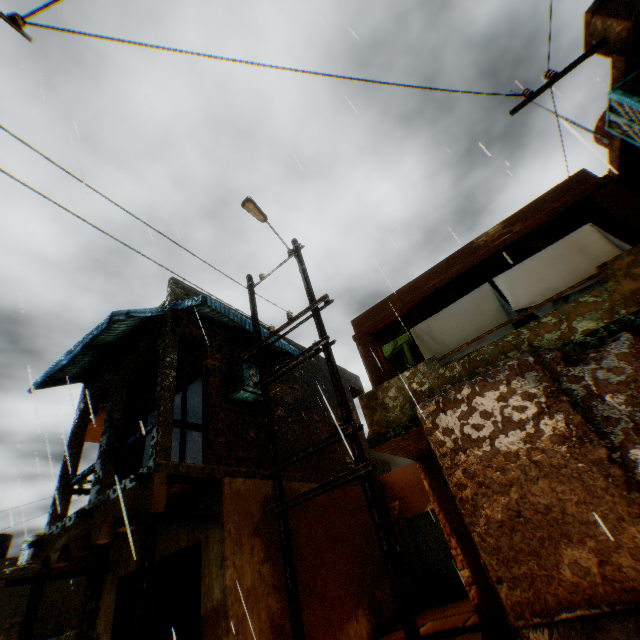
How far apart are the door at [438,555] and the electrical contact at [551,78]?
12.13m

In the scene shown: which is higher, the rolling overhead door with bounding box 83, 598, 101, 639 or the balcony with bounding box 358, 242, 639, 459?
the balcony with bounding box 358, 242, 639, 459

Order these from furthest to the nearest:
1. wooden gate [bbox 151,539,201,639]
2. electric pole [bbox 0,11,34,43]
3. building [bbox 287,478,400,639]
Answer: building [bbox 287,478,400,639] < wooden gate [bbox 151,539,201,639] < electric pole [bbox 0,11,34,43]

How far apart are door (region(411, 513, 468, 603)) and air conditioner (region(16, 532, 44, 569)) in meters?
12.1

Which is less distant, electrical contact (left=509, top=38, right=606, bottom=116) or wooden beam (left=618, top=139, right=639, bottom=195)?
electrical contact (left=509, top=38, right=606, bottom=116)

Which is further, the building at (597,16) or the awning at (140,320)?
the awning at (140,320)

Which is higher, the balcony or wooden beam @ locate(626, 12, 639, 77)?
wooden beam @ locate(626, 12, 639, 77)

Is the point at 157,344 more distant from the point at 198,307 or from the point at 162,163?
the point at 162,163
